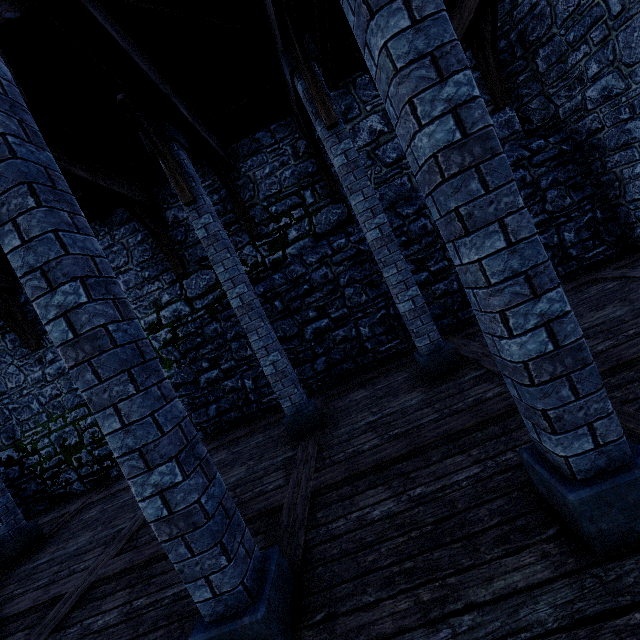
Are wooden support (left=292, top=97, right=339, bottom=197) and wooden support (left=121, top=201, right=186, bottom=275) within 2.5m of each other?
no

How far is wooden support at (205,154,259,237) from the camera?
6.5 meters

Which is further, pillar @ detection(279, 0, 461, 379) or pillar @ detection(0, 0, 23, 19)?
pillar @ detection(279, 0, 461, 379)

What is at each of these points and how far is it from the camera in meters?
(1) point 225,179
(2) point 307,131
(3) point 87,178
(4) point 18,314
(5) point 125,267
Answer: (1) wooden support, 6.7
(2) wooden support, 6.5
(3) wooden beam, 5.4
(4) wooden support, 7.9
(5) building tower, 7.9

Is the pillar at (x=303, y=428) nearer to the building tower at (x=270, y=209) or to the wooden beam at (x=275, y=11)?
the building tower at (x=270, y=209)

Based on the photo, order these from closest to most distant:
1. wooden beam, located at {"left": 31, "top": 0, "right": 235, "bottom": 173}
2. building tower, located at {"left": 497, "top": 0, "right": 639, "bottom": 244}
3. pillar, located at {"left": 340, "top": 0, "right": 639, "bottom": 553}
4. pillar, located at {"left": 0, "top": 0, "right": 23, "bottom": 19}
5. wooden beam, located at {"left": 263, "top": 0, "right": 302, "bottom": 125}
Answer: pillar, located at {"left": 340, "top": 0, "right": 639, "bottom": 553}, pillar, located at {"left": 0, "top": 0, "right": 23, "bottom": 19}, wooden beam, located at {"left": 31, "top": 0, "right": 235, "bottom": 173}, wooden beam, located at {"left": 263, "top": 0, "right": 302, "bottom": 125}, building tower, located at {"left": 497, "top": 0, "right": 639, "bottom": 244}

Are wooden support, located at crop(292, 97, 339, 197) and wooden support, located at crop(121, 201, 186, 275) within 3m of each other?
no

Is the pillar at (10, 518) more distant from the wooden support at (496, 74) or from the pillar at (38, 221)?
the wooden support at (496, 74)
